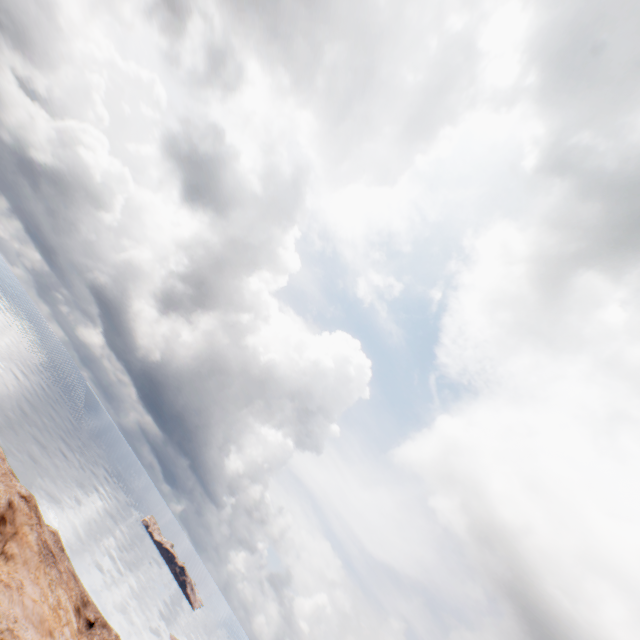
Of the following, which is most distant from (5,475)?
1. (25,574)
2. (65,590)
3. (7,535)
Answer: (65,590)
